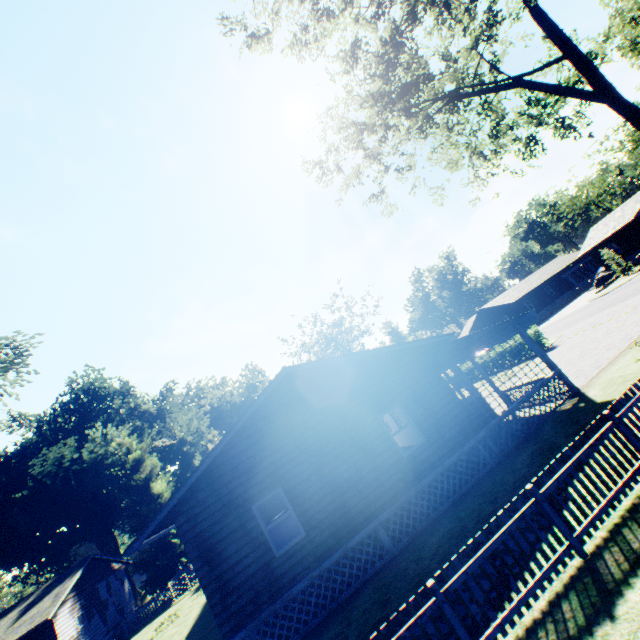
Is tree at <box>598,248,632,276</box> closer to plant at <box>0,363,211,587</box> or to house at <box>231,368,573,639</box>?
house at <box>231,368,573,639</box>

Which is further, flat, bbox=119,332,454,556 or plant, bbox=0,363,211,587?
plant, bbox=0,363,211,587

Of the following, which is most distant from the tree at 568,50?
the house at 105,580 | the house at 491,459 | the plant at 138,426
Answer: the house at 105,580

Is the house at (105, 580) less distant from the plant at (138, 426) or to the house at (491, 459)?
the plant at (138, 426)

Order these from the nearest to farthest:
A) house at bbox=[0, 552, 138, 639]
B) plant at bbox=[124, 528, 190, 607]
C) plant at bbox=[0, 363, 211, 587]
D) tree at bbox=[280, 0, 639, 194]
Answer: tree at bbox=[280, 0, 639, 194] → house at bbox=[0, 552, 138, 639] → plant at bbox=[124, 528, 190, 607] → plant at bbox=[0, 363, 211, 587]

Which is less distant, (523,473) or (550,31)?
(523,473)

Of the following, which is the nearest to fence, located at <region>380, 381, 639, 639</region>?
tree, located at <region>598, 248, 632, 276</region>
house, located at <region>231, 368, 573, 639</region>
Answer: house, located at <region>231, 368, 573, 639</region>

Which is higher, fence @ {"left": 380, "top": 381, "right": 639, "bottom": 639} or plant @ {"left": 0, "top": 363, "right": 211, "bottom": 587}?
plant @ {"left": 0, "top": 363, "right": 211, "bottom": 587}
